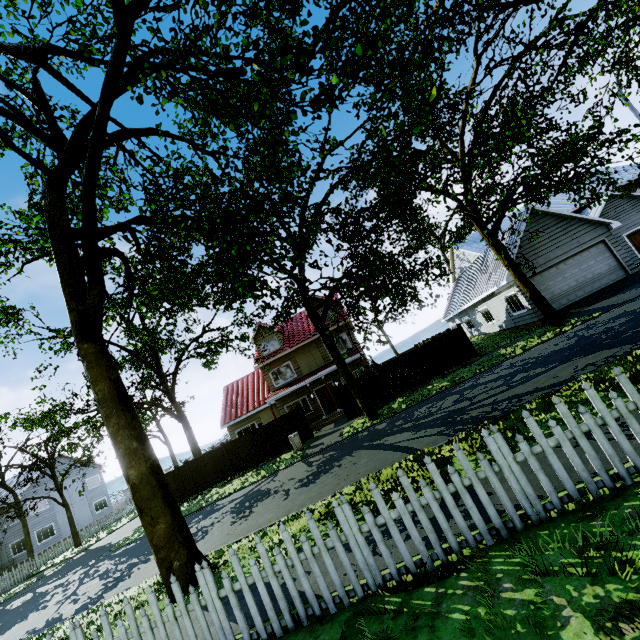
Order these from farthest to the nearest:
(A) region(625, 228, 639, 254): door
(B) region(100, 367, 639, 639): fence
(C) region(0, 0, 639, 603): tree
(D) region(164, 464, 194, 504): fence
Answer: (A) region(625, 228, 639, 254): door
(D) region(164, 464, 194, 504): fence
(C) region(0, 0, 639, 603): tree
(B) region(100, 367, 639, 639): fence

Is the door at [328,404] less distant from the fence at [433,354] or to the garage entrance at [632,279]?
the fence at [433,354]

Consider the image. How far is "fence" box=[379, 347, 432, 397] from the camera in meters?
19.3 m

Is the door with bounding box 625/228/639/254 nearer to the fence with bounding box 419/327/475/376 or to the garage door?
the garage door

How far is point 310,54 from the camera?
6.0 meters

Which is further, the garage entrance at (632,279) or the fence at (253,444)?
the fence at (253,444)

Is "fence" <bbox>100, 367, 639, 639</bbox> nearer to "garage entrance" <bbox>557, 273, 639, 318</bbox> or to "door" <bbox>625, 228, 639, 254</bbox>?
"garage entrance" <bbox>557, 273, 639, 318</bbox>
